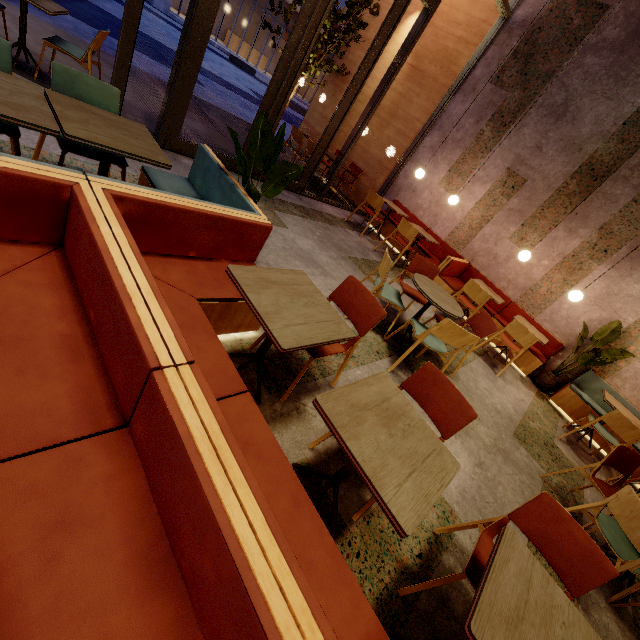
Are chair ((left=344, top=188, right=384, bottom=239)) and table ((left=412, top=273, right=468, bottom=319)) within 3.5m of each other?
yes

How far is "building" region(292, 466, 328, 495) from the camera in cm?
198

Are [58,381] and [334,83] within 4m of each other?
no

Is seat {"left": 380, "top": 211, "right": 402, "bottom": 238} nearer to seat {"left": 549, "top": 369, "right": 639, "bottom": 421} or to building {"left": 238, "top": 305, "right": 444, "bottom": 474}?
building {"left": 238, "top": 305, "right": 444, "bottom": 474}

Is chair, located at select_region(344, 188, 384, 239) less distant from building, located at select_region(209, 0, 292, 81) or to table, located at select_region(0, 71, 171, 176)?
table, located at select_region(0, 71, 171, 176)

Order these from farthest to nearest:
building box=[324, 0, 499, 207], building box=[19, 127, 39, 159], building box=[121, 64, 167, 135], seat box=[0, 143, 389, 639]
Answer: building box=[324, 0, 499, 207], building box=[121, 64, 167, 135], building box=[19, 127, 39, 159], seat box=[0, 143, 389, 639]

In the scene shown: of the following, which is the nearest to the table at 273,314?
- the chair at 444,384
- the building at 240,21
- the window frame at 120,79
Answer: the chair at 444,384

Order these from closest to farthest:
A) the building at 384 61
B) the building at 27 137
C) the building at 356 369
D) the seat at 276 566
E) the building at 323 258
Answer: the seat at 276 566, the building at 356 369, the building at 27 137, the building at 323 258, the building at 384 61
